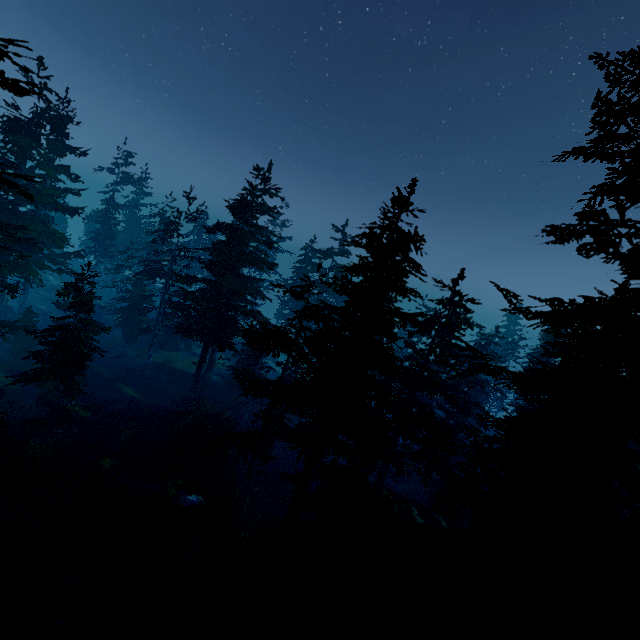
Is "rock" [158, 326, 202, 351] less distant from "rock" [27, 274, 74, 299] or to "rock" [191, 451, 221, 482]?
"rock" [191, 451, 221, 482]

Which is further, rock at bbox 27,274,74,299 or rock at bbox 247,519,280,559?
rock at bbox 27,274,74,299

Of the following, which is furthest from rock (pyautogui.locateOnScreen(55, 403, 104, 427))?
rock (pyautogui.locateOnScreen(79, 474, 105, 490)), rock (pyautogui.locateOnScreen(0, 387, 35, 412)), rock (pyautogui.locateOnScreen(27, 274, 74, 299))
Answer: rock (pyautogui.locateOnScreen(27, 274, 74, 299))

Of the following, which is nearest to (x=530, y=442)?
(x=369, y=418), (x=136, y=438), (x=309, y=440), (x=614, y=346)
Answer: (x=369, y=418)

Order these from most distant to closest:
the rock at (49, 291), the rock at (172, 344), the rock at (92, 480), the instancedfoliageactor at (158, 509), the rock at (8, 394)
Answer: the rock at (49, 291), the rock at (172, 344), the rock at (8, 394), the rock at (92, 480), the instancedfoliageactor at (158, 509)

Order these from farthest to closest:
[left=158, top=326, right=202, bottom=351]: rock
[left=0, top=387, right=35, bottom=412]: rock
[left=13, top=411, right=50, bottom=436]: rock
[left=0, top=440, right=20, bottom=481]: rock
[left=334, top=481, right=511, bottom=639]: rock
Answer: [left=158, top=326, right=202, bottom=351]: rock, [left=0, top=387, right=35, bottom=412]: rock, [left=13, top=411, right=50, bottom=436]: rock, [left=0, top=440, right=20, bottom=481]: rock, [left=334, top=481, right=511, bottom=639]: rock

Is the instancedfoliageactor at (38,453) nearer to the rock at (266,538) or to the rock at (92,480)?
the rock at (266,538)

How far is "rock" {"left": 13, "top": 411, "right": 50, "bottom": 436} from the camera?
22.03m
